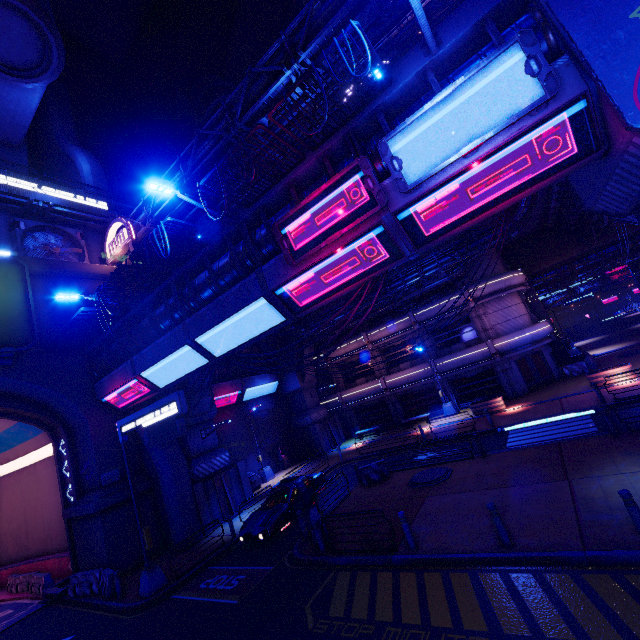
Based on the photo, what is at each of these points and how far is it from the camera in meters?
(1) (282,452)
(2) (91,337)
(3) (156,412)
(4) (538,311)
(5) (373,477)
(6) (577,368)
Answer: (1) atm, 29.8
(2) fence, 18.2
(3) sign, 13.2
(4) tunnel, 30.9
(5) fence, 16.9
(6) fence, 24.8

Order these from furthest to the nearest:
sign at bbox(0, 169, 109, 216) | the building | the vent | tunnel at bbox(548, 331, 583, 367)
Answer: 1. tunnel at bbox(548, 331, 583, 367)
2. the building
3. the vent
4. sign at bbox(0, 169, 109, 216)

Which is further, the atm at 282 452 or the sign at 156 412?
the atm at 282 452

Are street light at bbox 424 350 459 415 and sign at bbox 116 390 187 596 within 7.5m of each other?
no

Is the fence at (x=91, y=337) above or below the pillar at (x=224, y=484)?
above

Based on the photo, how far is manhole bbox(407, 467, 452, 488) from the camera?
14.1m

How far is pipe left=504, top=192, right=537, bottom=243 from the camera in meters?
17.9 m

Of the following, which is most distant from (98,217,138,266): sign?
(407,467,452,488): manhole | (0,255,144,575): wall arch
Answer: (407,467,452,488): manhole
